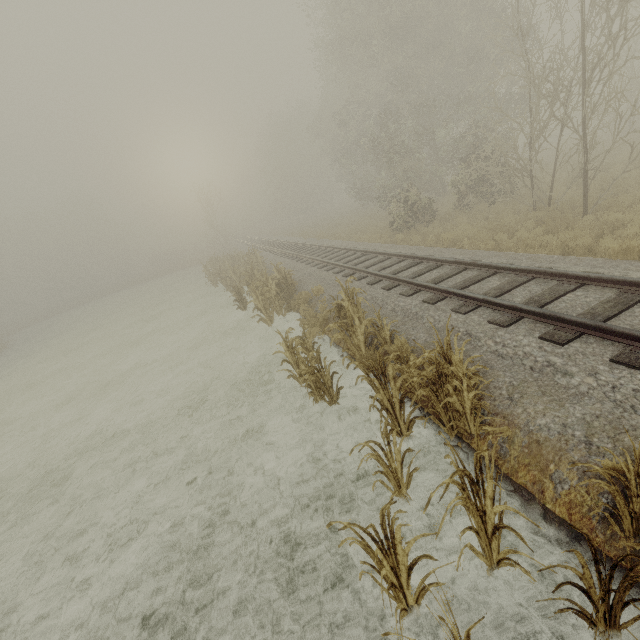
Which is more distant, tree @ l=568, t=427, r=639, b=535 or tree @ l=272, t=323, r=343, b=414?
tree @ l=272, t=323, r=343, b=414

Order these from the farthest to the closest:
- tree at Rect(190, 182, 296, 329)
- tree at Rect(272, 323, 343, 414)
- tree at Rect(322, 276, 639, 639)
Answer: tree at Rect(190, 182, 296, 329) → tree at Rect(272, 323, 343, 414) → tree at Rect(322, 276, 639, 639)

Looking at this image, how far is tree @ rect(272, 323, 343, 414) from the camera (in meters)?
6.21

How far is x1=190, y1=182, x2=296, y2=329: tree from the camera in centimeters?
1210cm

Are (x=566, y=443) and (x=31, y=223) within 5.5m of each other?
no

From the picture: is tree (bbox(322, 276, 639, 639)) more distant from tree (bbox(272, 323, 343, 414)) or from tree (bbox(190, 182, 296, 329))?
tree (bbox(190, 182, 296, 329))

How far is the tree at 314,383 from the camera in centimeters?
621cm

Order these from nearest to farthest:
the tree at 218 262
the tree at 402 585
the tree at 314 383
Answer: the tree at 402 585 < the tree at 314 383 < the tree at 218 262
